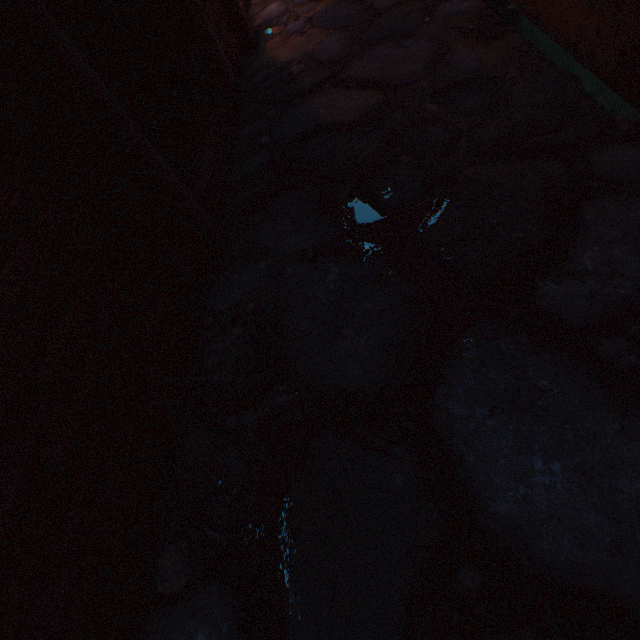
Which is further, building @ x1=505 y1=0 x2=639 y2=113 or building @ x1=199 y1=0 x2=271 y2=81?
building @ x1=199 y1=0 x2=271 y2=81

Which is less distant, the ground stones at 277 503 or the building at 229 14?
the ground stones at 277 503

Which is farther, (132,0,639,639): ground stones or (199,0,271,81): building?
(199,0,271,81): building

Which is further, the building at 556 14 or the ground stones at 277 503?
the building at 556 14

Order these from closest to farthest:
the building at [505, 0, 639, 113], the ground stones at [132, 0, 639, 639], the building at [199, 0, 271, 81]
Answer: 1. the ground stones at [132, 0, 639, 639]
2. the building at [505, 0, 639, 113]
3. the building at [199, 0, 271, 81]

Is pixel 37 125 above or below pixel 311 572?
above

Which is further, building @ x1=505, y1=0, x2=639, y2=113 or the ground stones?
building @ x1=505, y1=0, x2=639, y2=113
